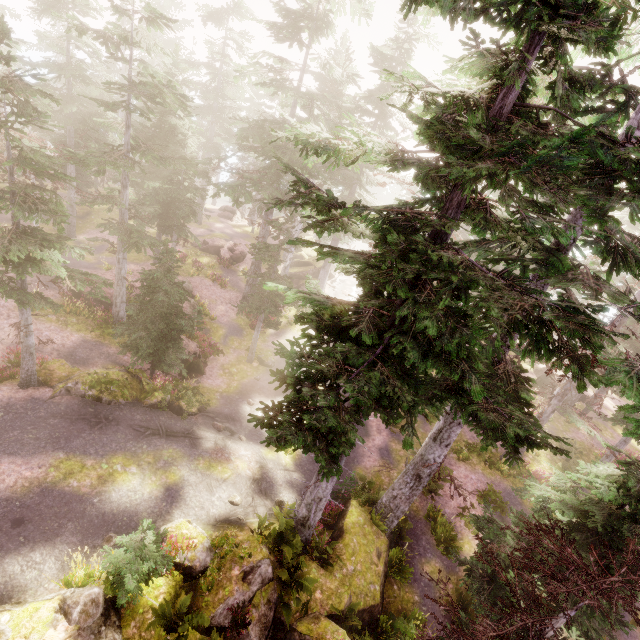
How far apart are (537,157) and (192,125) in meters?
26.0 m

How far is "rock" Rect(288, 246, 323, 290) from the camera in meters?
37.1

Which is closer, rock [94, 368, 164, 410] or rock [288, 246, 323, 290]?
rock [94, 368, 164, 410]

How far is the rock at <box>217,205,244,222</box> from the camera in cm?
4419

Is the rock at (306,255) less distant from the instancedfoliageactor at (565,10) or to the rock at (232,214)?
the instancedfoliageactor at (565,10)

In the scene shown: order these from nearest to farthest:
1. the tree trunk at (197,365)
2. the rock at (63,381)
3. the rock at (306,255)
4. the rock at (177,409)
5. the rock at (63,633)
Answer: the rock at (63,633)
the rock at (63,381)
the rock at (177,409)
the tree trunk at (197,365)
the rock at (306,255)

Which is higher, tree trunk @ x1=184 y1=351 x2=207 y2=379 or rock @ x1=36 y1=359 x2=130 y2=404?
rock @ x1=36 y1=359 x2=130 y2=404

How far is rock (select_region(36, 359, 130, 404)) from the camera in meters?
13.3 m
